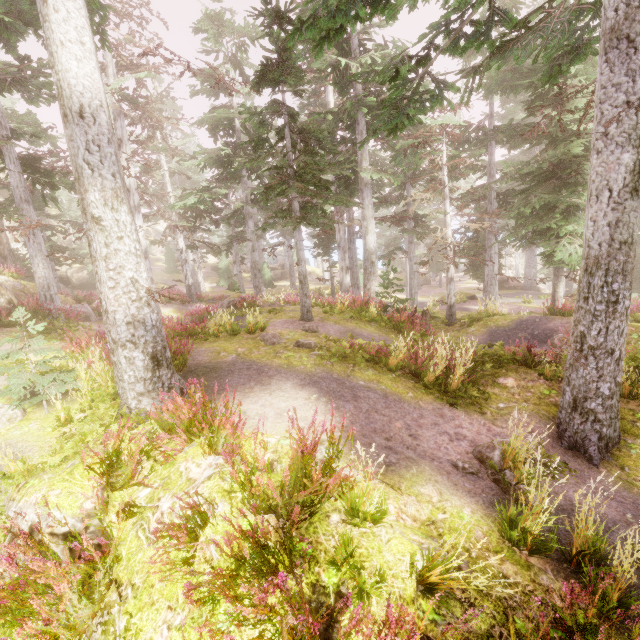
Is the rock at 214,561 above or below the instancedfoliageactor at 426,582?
above

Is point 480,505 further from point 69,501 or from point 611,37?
point 611,37

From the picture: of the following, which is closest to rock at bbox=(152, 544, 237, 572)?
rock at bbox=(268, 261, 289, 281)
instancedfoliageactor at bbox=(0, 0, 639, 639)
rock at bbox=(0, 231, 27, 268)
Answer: instancedfoliageactor at bbox=(0, 0, 639, 639)

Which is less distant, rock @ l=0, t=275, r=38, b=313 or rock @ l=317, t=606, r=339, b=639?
rock @ l=317, t=606, r=339, b=639

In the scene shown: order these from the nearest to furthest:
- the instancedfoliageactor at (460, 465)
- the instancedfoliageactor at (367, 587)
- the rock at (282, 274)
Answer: the instancedfoliageactor at (367, 587), the instancedfoliageactor at (460, 465), the rock at (282, 274)

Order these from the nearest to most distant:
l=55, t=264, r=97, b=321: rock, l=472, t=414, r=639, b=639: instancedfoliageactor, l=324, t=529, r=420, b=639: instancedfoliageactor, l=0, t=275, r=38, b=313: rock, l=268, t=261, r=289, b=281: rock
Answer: l=324, t=529, r=420, b=639: instancedfoliageactor → l=472, t=414, r=639, b=639: instancedfoliageactor → l=0, t=275, r=38, b=313: rock → l=55, t=264, r=97, b=321: rock → l=268, t=261, r=289, b=281: rock
